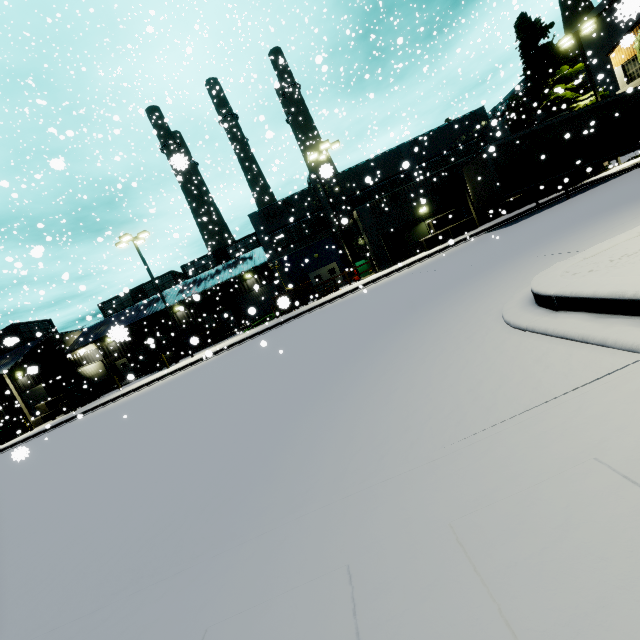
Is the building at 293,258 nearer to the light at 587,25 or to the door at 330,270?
the door at 330,270

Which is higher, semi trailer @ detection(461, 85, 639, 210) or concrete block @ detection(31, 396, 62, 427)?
semi trailer @ detection(461, 85, 639, 210)

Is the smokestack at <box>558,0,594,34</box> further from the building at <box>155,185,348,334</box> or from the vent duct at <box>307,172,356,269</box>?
the vent duct at <box>307,172,356,269</box>

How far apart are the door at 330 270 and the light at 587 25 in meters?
22.7 m

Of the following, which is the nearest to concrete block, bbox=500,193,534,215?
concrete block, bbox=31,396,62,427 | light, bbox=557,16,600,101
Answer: light, bbox=557,16,600,101

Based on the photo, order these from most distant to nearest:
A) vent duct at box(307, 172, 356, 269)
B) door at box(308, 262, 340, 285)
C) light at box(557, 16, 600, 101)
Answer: door at box(308, 262, 340, 285) → vent duct at box(307, 172, 356, 269) → light at box(557, 16, 600, 101)

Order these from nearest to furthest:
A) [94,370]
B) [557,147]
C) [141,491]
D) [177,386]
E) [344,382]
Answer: [141,491]
[344,382]
[177,386]
[557,147]
[94,370]

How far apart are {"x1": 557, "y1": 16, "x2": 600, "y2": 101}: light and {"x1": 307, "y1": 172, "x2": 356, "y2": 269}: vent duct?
19.7m
